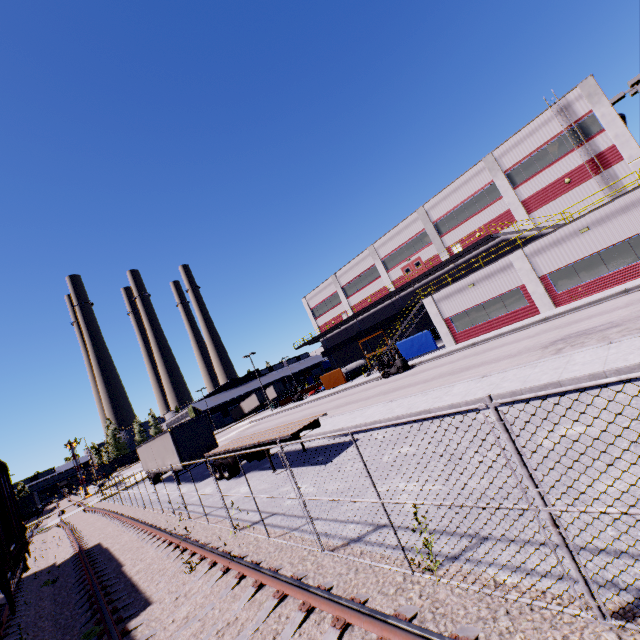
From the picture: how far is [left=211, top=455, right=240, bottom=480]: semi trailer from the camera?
17.0 meters

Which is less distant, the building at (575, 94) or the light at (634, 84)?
the light at (634, 84)

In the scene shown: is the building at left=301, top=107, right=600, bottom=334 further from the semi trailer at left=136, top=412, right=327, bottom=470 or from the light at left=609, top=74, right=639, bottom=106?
the light at left=609, top=74, right=639, bottom=106

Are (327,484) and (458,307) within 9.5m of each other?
no

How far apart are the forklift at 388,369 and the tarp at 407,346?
3.3 meters

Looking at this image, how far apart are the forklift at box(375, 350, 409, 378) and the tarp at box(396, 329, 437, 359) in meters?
3.3 m

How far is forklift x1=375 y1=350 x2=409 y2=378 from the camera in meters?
27.6
